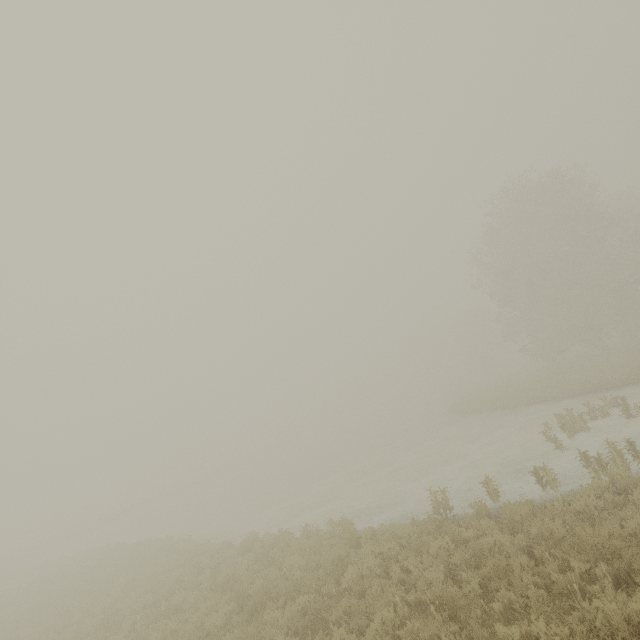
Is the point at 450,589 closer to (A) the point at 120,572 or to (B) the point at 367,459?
(A) the point at 120,572
